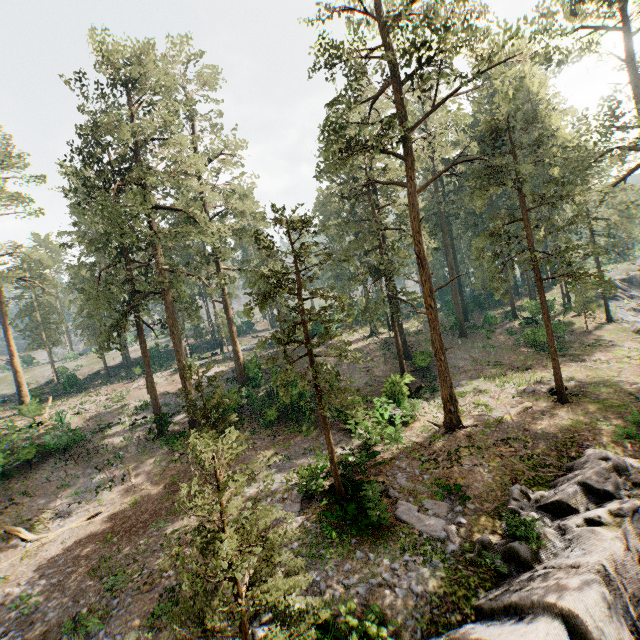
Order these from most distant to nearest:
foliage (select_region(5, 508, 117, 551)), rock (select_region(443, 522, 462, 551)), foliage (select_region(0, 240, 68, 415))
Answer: foliage (select_region(0, 240, 68, 415)) → foliage (select_region(5, 508, 117, 551)) → rock (select_region(443, 522, 462, 551))

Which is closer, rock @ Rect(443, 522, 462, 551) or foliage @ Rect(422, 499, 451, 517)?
rock @ Rect(443, 522, 462, 551)

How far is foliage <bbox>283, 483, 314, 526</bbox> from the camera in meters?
8.0

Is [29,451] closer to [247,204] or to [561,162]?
[247,204]

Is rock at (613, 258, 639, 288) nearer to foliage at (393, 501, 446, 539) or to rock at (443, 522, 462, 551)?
foliage at (393, 501, 446, 539)

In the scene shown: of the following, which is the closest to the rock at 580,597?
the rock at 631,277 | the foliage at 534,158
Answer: the foliage at 534,158

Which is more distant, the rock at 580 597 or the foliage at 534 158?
the foliage at 534 158
